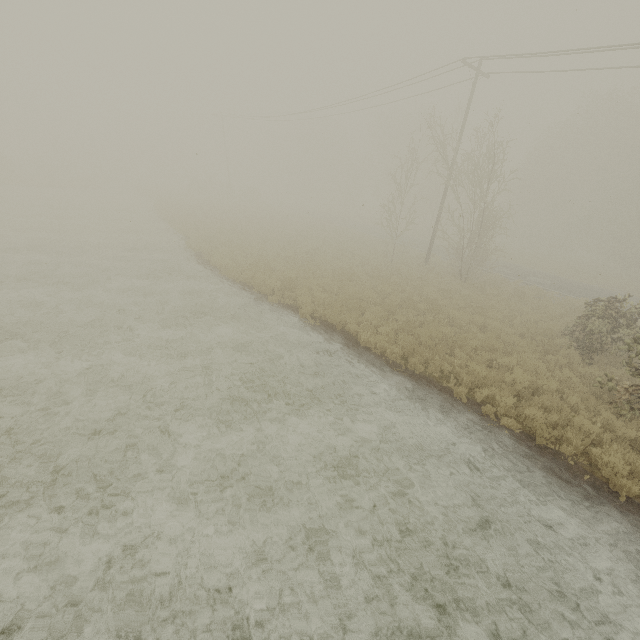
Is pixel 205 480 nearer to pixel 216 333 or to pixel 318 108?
pixel 216 333
